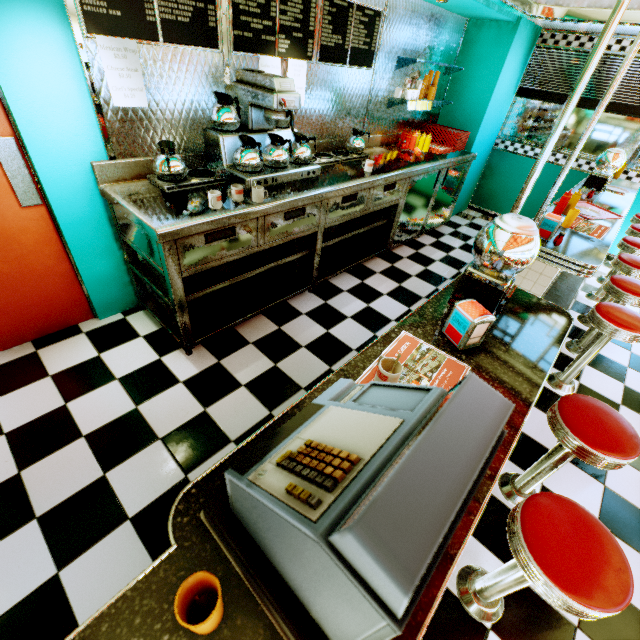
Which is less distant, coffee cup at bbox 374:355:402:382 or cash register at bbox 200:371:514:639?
cash register at bbox 200:371:514:639

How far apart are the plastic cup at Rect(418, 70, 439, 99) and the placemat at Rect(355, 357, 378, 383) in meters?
4.5

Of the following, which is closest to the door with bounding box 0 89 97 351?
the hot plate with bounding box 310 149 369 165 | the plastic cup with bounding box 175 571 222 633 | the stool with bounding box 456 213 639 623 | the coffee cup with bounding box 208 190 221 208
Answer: the coffee cup with bounding box 208 190 221 208

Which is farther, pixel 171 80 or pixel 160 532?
pixel 171 80

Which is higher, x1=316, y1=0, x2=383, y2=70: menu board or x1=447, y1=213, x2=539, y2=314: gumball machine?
x1=316, y1=0, x2=383, y2=70: menu board

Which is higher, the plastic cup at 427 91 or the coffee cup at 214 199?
the plastic cup at 427 91

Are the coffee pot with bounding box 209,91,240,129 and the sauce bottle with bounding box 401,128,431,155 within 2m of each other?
no

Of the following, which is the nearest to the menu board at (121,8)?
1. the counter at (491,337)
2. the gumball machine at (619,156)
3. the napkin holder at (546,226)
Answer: the counter at (491,337)
